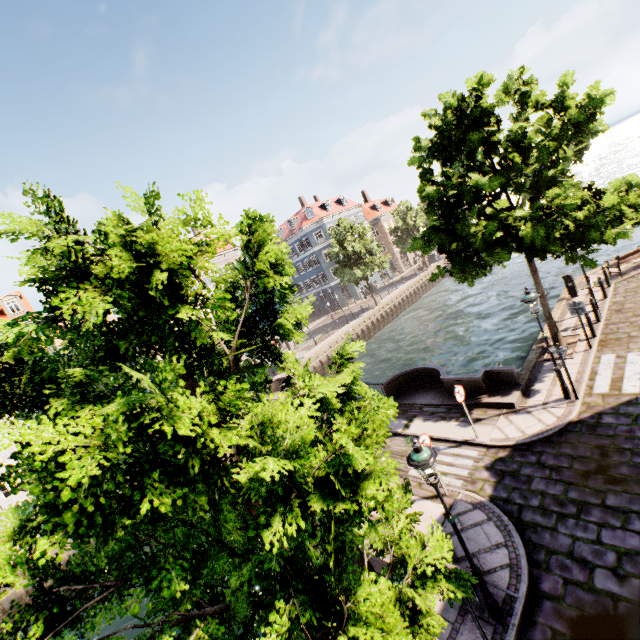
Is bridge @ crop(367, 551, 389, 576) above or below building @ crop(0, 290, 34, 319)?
below

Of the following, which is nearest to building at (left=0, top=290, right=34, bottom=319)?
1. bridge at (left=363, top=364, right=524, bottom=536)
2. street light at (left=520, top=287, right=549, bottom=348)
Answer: street light at (left=520, top=287, right=549, bottom=348)

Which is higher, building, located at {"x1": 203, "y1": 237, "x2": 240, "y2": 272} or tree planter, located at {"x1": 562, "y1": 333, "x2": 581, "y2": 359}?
building, located at {"x1": 203, "y1": 237, "x2": 240, "y2": 272}

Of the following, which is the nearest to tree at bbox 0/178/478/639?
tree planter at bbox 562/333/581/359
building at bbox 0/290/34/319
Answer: tree planter at bbox 562/333/581/359

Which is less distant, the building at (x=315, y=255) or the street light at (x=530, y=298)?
the street light at (x=530, y=298)

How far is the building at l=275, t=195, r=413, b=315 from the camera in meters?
49.7 m

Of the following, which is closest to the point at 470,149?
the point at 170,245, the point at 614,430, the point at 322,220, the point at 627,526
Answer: the point at 614,430

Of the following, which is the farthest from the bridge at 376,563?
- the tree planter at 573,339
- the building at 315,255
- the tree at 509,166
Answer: the building at 315,255
